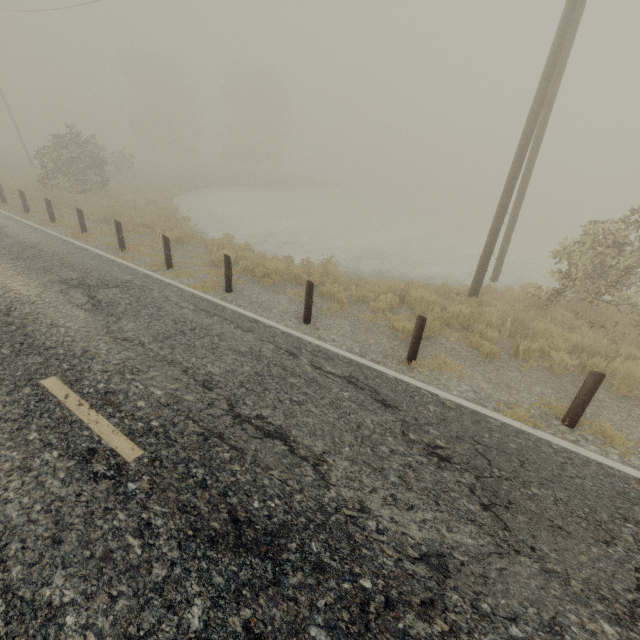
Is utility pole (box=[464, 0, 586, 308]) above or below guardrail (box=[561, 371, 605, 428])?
above

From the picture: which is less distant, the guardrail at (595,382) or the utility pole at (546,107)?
the guardrail at (595,382)

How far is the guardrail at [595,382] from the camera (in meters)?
4.63

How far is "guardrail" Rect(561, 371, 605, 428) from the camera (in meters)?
4.63

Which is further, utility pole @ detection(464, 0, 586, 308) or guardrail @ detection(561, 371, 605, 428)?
utility pole @ detection(464, 0, 586, 308)

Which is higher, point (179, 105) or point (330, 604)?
point (179, 105)
